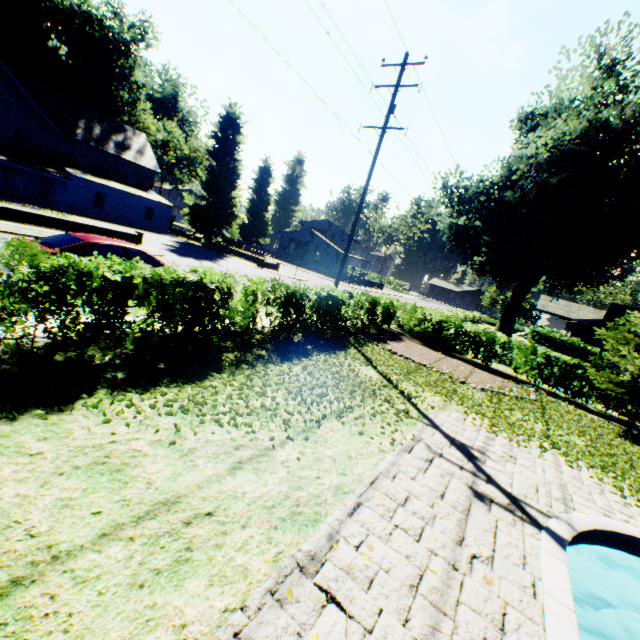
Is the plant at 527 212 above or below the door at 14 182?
above

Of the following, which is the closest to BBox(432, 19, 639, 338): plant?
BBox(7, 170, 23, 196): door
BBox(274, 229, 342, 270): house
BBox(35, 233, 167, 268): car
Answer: BBox(274, 229, 342, 270): house

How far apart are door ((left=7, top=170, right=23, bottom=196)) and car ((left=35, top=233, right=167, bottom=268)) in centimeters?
3100cm

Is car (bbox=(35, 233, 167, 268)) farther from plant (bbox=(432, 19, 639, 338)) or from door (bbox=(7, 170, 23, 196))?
door (bbox=(7, 170, 23, 196))

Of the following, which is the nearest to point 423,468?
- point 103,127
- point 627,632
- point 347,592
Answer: point 347,592

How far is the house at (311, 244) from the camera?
55.84m

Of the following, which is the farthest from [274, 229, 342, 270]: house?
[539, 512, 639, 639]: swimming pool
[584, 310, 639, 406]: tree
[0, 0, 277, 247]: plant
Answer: [539, 512, 639, 639]: swimming pool

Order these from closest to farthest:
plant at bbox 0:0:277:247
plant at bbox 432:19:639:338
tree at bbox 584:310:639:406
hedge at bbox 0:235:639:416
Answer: hedge at bbox 0:235:639:416, tree at bbox 584:310:639:406, plant at bbox 432:19:639:338, plant at bbox 0:0:277:247
